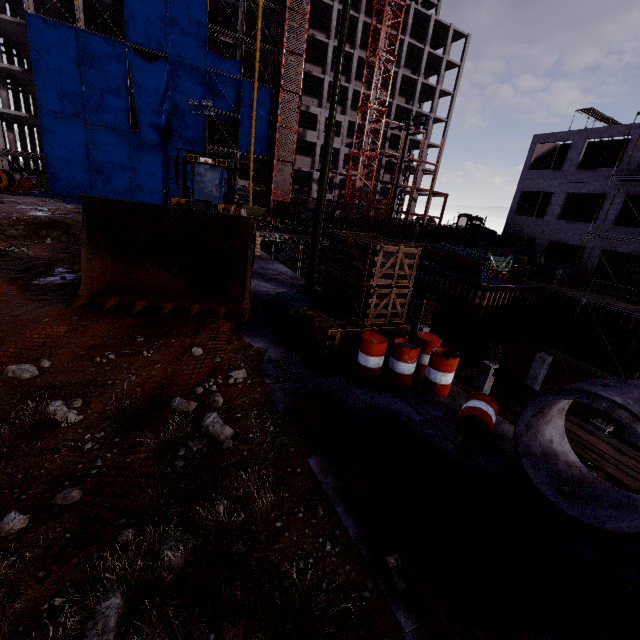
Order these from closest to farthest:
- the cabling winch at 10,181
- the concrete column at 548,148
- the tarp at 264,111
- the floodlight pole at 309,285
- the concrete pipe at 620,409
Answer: the concrete pipe at 620,409 → the floodlight pole at 309,285 → the concrete column at 548,148 → the cabling winch at 10,181 → the tarp at 264,111

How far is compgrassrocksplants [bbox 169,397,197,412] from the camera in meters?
5.2

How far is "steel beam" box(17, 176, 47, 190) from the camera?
35.8 meters

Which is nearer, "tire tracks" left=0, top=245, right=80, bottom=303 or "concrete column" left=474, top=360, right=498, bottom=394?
"tire tracks" left=0, top=245, right=80, bottom=303

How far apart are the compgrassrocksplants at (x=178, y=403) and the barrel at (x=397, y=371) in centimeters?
442cm

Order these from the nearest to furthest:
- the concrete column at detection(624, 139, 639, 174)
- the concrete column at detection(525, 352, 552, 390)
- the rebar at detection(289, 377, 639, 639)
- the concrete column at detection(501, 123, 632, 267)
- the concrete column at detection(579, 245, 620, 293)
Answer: the rebar at detection(289, 377, 639, 639)
the concrete column at detection(525, 352, 552, 390)
the concrete column at detection(624, 139, 639, 174)
the concrete column at detection(579, 245, 620, 293)
the concrete column at detection(501, 123, 632, 267)

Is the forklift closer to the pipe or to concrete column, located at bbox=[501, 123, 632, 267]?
concrete column, located at bbox=[501, 123, 632, 267]

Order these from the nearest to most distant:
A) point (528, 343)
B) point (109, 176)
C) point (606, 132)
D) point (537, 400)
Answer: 1. point (537, 400)
2. point (528, 343)
3. point (606, 132)
4. point (109, 176)
